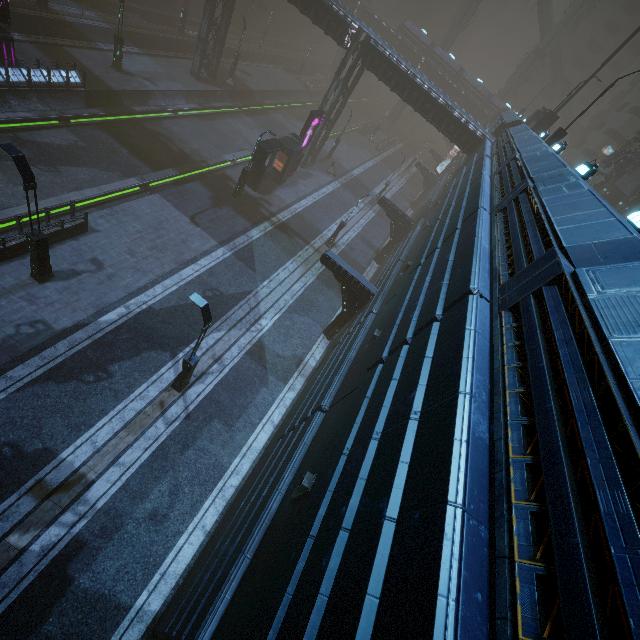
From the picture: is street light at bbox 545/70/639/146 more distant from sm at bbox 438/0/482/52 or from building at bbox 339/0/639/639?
sm at bbox 438/0/482/52

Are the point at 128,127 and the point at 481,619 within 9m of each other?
no

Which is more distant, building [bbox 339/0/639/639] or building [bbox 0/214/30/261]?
building [bbox 0/214/30/261]

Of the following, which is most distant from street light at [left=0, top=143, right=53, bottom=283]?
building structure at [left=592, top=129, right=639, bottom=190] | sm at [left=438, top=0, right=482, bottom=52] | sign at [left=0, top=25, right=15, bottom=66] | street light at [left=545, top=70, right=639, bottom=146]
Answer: sm at [left=438, top=0, right=482, bottom=52]

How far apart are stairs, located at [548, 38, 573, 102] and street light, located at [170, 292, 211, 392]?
74.8m

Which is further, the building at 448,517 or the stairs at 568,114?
the stairs at 568,114

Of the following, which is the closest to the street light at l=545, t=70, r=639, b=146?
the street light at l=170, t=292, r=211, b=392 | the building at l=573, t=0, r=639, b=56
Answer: the street light at l=170, t=292, r=211, b=392

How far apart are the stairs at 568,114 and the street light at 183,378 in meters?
74.8 m
